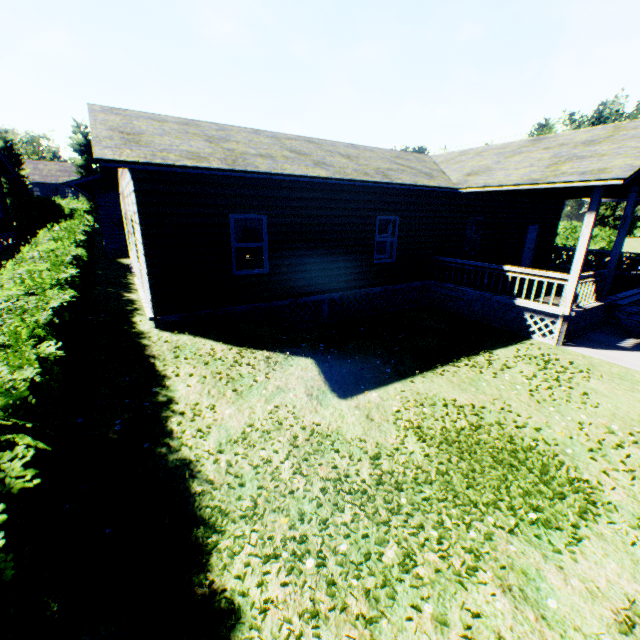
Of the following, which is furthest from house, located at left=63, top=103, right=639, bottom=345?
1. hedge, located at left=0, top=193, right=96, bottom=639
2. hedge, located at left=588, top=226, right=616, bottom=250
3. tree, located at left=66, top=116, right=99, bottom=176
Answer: hedge, located at left=588, top=226, right=616, bottom=250

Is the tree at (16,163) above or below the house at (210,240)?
above

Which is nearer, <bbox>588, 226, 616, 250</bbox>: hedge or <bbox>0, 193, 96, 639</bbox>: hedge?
<bbox>0, 193, 96, 639</bbox>: hedge

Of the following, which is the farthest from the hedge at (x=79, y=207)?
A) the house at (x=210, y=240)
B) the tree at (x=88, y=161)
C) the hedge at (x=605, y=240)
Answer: the hedge at (x=605, y=240)

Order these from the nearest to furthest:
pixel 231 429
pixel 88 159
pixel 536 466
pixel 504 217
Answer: pixel 536 466, pixel 231 429, pixel 504 217, pixel 88 159

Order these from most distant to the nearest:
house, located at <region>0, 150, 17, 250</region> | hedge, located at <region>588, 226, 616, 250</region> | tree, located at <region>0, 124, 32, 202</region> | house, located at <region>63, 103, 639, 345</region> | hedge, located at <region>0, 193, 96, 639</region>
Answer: tree, located at <region>0, 124, 32, 202</region>, hedge, located at <region>588, 226, 616, 250</region>, house, located at <region>0, 150, 17, 250</region>, house, located at <region>63, 103, 639, 345</region>, hedge, located at <region>0, 193, 96, 639</region>

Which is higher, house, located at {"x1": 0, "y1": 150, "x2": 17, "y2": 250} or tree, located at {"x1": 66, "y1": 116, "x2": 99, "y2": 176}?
tree, located at {"x1": 66, "y1": 116, "x2": 99, "y2": 176}

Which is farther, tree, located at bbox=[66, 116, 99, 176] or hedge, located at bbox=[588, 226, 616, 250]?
tree, located at bbox=[66, 116, 99, 176]
